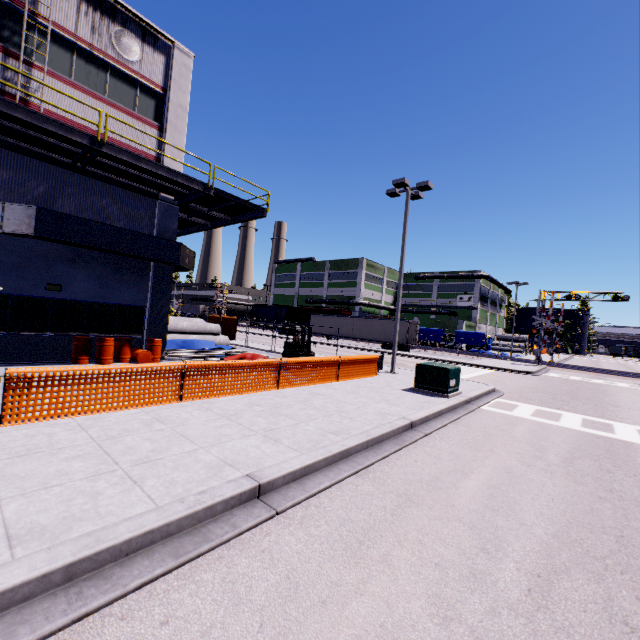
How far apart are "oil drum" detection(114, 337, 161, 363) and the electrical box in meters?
11.1

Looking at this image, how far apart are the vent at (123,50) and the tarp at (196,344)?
12.9m

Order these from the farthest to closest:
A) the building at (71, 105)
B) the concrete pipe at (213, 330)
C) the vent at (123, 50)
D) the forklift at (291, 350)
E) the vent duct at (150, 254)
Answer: the concrete pipe at (213, 330)
the forklift at (291, 350)
the vent at (123, 50)
the building at (71, 105)
the vent duct at (150, 254)

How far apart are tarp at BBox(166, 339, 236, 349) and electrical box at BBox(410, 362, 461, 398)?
11.40m

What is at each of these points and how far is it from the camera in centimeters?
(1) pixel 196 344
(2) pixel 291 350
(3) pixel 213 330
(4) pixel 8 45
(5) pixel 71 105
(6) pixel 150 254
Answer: (1) tarp, 1858cm
(2) forklift, 1925cm
(3) concrete pipe, 2200cm
(4) building, 1122cm
(5) building, 1252cm
(6) vent duct, 1375cm

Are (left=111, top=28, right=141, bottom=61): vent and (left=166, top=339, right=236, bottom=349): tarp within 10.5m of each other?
no

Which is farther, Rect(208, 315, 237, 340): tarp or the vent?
Rect(208, 315, 237, 340): tarp

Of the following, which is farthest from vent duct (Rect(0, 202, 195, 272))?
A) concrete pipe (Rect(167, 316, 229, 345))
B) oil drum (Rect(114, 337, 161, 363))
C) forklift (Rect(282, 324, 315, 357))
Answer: forklift (Rect(282, 324, 315, 357))
